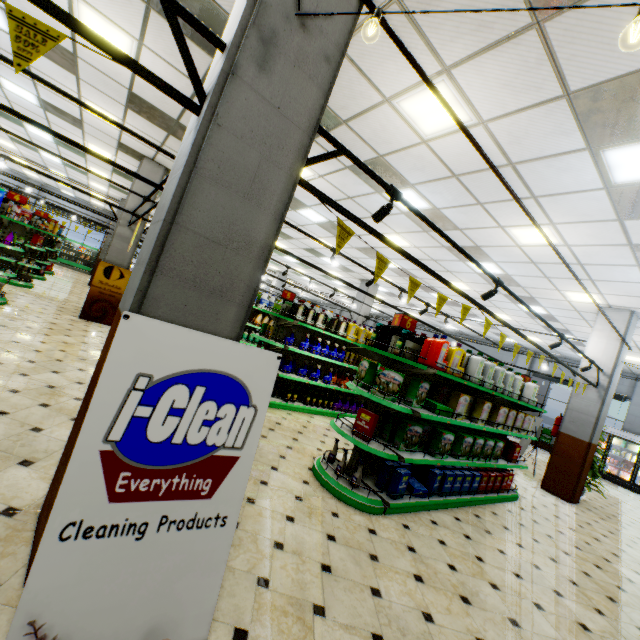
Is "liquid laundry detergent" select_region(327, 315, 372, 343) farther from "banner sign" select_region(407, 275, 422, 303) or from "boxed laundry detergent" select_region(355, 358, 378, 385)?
"banner sign" select_region(407, 275, 422, 303)

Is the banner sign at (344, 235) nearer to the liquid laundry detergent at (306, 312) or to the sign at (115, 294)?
the liquid laundry detergent at (306, 312)

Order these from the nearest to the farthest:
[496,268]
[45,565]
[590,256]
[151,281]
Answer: [45,565] → [151,281] → [590,256] → [496,268]

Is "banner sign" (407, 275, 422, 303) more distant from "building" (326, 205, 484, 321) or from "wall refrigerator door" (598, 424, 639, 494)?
"wall refrigerator door" (598, 424, 639, 494)

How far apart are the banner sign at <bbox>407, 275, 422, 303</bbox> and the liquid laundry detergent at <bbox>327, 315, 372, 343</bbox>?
3.9 meters

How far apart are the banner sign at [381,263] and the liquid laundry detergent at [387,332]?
1.31m

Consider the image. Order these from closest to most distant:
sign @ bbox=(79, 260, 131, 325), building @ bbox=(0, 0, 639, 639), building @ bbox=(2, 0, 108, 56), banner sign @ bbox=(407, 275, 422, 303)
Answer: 1. building @ bbox=(0, 0, 639, 639)
2. banner sign @ bbox=(407, 275, 422, 303)
3. building @ bbox=(2, 0, 108, 56)
4. sign @ bbox=(79, 260, 131, 325)

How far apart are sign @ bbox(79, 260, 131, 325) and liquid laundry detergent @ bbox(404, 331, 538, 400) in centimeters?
910cm
